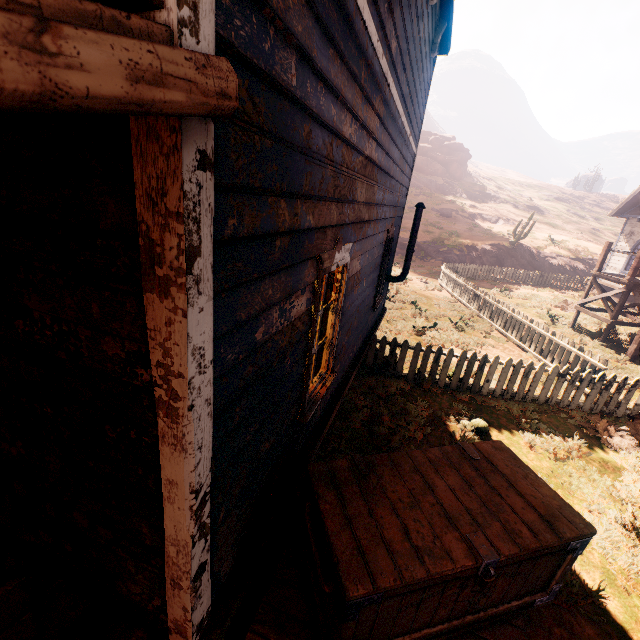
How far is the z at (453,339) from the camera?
10.7 meters

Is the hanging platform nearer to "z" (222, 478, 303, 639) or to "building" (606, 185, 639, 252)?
"z" (222, 478, 303, 639)

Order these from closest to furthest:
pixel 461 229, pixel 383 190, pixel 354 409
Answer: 1. pixel 383 190
2. pixel 354 409
3. pixel 461 229

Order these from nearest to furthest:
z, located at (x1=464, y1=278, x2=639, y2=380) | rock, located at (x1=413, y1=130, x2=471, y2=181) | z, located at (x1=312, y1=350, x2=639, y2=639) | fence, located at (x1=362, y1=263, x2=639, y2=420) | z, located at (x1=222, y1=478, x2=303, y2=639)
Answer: z, located at (x1=222, y1=478, x2=303, y2=639) → z, located at (x1=312, y1=350, x2=639, y2=639) → fence, located at (x1=362, y1=263, x2=639, y2=420) → z, located at (x1=464, y1=278, x2=639, y2=380) → rock, located at (x1=413, y1=130, x2=471, y2=181)

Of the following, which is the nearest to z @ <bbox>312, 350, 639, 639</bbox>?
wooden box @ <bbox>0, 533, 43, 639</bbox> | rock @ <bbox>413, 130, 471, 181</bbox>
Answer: wooden box @ <bbox>0, 533, 43, 639</bbox>

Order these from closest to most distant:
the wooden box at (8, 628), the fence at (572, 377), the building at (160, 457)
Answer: the building at (160, 457) < the wooden box at (8, 628) < the fence at (572, 377)

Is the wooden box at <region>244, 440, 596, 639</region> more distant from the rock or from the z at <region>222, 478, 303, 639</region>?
the rock

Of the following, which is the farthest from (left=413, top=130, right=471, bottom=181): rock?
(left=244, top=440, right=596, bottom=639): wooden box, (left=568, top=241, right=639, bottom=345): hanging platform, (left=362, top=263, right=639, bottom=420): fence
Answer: (left=244, top=440, right=596, bottom=639): wooden box
